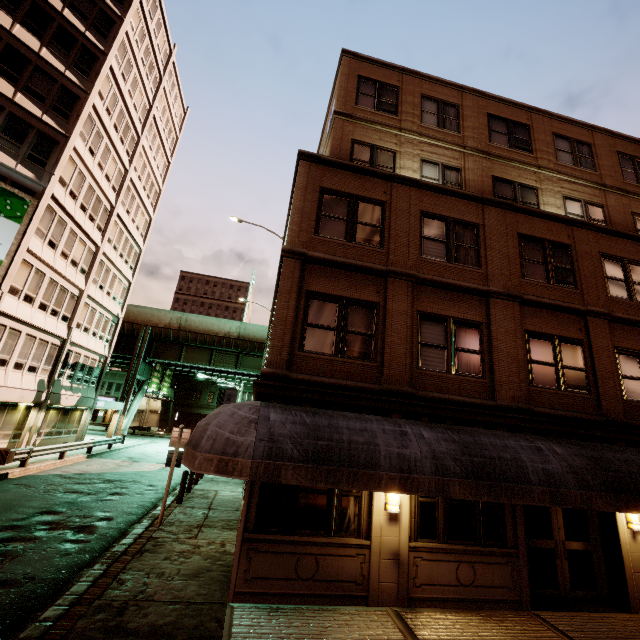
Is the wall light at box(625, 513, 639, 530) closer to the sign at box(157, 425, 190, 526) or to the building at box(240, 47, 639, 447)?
the building at box(240, 47, 639, 447)

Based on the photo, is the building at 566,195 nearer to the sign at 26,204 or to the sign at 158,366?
the sign at 158,366

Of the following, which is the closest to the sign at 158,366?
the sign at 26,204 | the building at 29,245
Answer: the building at 29,245

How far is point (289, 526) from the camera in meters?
7.2 m

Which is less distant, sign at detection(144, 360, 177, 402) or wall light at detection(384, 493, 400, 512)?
wall light at detection(384, 493, 400, 512)

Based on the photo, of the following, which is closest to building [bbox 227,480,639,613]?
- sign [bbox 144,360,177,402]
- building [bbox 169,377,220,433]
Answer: sign [bbox 144,360,177,402]

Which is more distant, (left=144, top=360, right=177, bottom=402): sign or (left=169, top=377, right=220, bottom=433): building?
(left=169, top=377, right=220, bottom=433): building

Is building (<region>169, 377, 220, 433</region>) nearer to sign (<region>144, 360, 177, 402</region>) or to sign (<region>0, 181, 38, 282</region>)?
sign (<region>144, 360, 177, 402</region>)
